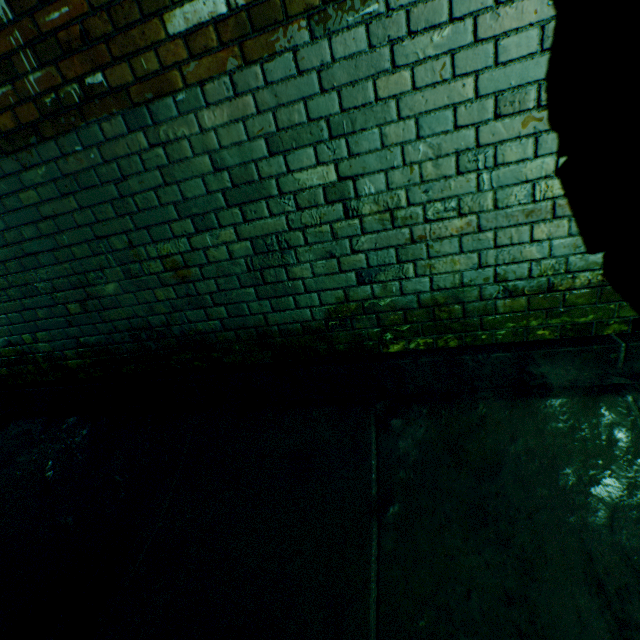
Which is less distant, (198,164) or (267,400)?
(198,164)
